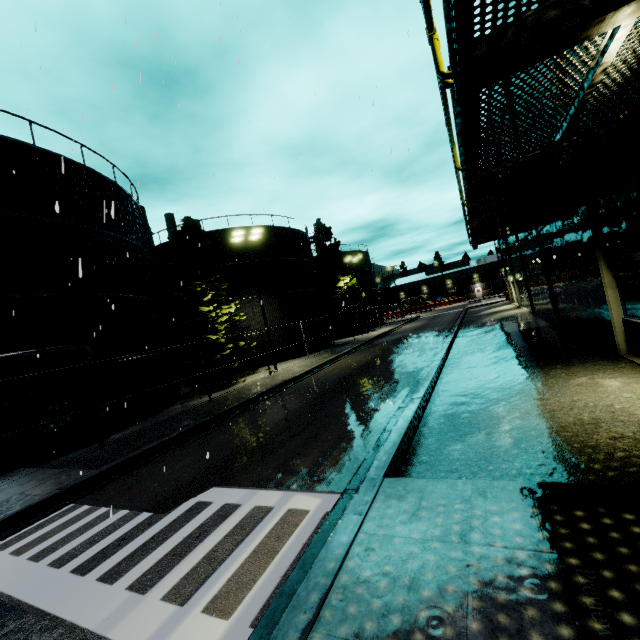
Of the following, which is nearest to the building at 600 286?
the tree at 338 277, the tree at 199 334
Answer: the tree at 338 277

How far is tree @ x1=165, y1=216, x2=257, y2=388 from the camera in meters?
19.7

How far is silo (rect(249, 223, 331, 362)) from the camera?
28.2m

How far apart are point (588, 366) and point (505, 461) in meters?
5.4

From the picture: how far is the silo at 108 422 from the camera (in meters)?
13.00

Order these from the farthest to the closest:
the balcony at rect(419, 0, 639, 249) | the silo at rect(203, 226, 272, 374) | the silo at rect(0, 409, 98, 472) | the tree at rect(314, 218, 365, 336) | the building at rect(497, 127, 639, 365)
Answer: the tree at rect(314, 218, 365, 336), the silo at rect(203, 226, 272, 374), the silo at rect(0, 409, 98, 472), the building at rect(497, 127, 639, 365), the balcony at rect(419, 0, 639, 249)

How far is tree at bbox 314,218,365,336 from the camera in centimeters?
4181cm

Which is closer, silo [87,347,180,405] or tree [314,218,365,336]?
silo [87,347,180,405]
